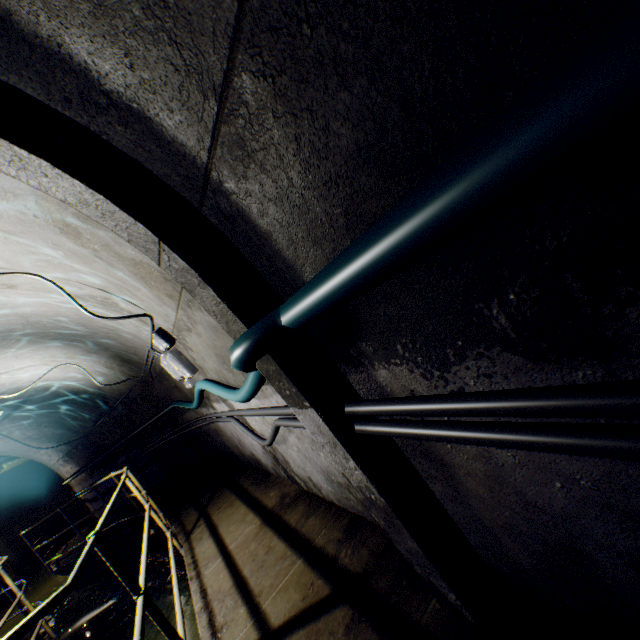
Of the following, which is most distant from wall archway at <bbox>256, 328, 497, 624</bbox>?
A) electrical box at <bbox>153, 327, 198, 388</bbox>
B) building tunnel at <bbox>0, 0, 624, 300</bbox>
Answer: electrical box at <bbox>153, 327, 198, 388</bbox>

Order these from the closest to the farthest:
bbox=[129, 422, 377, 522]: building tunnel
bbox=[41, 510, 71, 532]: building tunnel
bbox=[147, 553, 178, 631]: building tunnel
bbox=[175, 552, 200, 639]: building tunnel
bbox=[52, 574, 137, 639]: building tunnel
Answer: bbox=[129, 422, 377, 522]: building tunnel
bbox=[175, 552, 200, 639]: building tunnel
bbox=[147, 553, 178, 631]: building tunnel
bbox=[52, 574, 137, 639]: building tunnel
bbox=[41, 510, 71, 532]: building tunnel

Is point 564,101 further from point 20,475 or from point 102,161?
point 20,475

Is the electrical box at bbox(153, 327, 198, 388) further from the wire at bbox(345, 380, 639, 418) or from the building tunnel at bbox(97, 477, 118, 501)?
the wire at bbox(345, 380, 639, 418)

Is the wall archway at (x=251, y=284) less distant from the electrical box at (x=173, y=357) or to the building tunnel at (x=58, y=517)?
the building tunnel at (x=58, y=517)

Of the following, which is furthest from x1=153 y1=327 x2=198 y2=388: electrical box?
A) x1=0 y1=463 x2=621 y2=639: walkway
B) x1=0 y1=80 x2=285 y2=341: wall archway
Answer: x1=0 y1=80 x2=285 y2=341: wall archway

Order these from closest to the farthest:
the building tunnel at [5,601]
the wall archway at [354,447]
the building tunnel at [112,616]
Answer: the wall archway at [354,447] → the building tunnel at [112,616] → the building tunnel at [5,601]

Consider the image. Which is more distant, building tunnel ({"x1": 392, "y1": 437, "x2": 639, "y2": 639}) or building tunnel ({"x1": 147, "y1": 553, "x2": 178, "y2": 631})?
building tunnel ({"x1": 147, "y1": 553, "x2": 178, "y2": 631})
